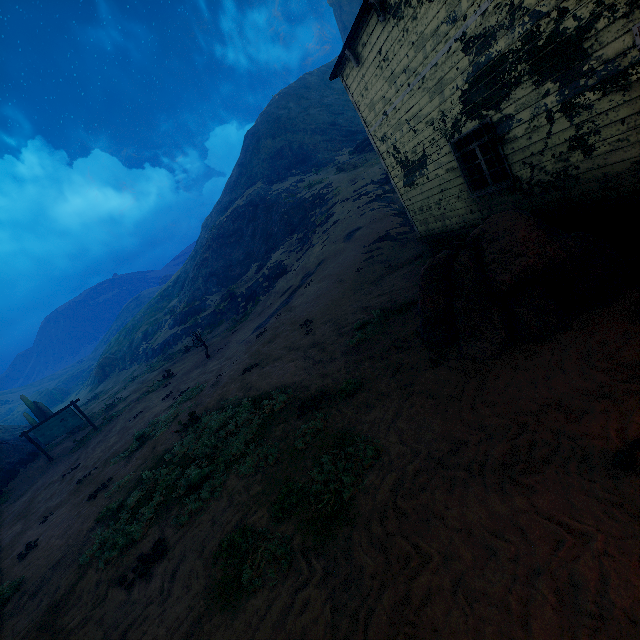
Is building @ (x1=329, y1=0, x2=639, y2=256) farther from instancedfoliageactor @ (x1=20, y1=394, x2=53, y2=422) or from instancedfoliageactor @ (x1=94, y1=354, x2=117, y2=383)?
instancedfoliageactor @ (x1=94, y1=354, x2=117, y2=383)

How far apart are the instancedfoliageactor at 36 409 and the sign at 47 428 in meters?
7.4 m

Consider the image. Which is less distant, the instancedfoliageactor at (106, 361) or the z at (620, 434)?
the z at (620, 434)

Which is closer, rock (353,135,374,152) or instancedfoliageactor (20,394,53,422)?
instancedfoliageactor (20,394,53,422)

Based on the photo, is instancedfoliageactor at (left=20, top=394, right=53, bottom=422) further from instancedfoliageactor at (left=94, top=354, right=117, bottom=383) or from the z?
instancedfoliageactor at (left=94, top=354, right=117, bottom=383)

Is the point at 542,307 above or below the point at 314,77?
below

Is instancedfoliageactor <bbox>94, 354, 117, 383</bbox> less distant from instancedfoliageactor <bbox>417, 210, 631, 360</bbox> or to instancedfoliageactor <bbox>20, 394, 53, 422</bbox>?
instancedfoliageactor <bbox>20, 394, 53, 422</bbox>

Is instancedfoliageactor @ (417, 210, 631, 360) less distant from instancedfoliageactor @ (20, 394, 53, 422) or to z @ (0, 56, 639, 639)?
z @ (0, 56, 639, 639)
